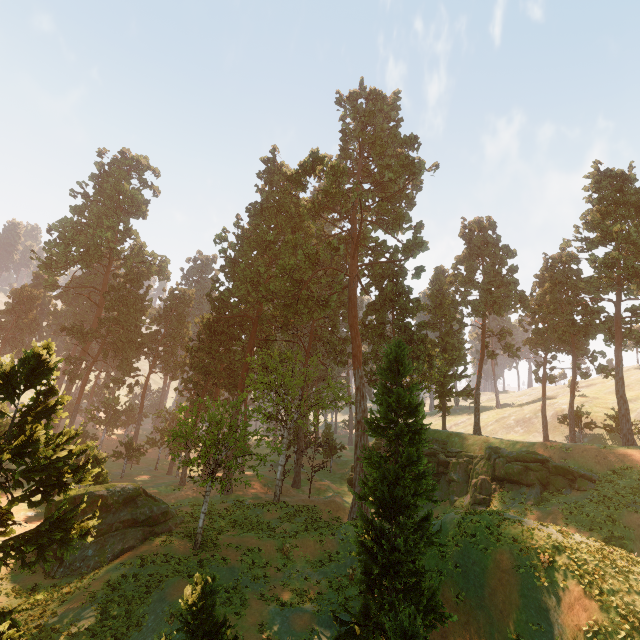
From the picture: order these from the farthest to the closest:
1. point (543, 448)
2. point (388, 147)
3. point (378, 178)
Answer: point (378, 178)
point (388, 147)
point (543, 448)

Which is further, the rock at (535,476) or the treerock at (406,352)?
the rock at (535,476)

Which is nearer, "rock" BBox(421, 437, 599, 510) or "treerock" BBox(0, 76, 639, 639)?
"treerock" BBox(0, 76, 639, 639)

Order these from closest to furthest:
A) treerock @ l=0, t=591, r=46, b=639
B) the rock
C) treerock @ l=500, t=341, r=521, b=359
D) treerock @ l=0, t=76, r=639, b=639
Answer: treerock @ l=0, t=591, r=46, b=639 < treerock @ l=0, t=76, r=639, b=639 < the rock < treerock @ l=500, t=341, r=521, b=359

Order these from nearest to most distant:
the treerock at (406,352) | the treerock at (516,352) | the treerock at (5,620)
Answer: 1. the treerock at (5,620)
2. the treerock at (406,352)
3. the treerock at (516,352)

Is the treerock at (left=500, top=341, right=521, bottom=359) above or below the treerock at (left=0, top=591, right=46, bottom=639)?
above

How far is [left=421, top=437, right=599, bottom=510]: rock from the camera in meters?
26.5

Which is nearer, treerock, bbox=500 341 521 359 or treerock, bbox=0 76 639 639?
treerock, bbox=0 76 639 639
